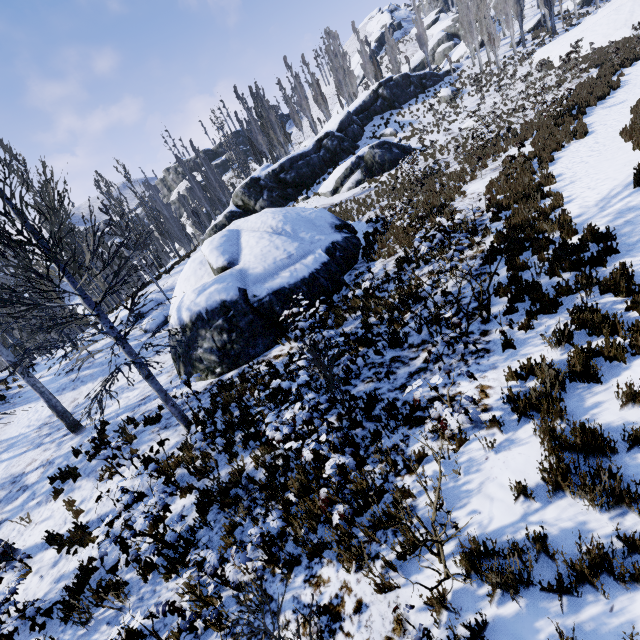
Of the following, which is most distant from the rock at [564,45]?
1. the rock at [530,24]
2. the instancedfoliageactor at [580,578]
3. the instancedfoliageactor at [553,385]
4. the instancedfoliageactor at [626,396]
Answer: the instancedfoliageactor at [580,578]

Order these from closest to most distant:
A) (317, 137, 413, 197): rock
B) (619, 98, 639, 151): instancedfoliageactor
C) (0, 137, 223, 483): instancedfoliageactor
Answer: (0, 137, 223, 483): instancedfoliageactor, (619, 98, 639, 151): instancedfoliageactor, (317, 137, 413, 197): rock

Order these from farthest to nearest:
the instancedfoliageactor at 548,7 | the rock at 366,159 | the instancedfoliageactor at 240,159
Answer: the instancedfoliageactor at 240,159 → the instancedfoliageactor at 548,7 → the rock at 366,159

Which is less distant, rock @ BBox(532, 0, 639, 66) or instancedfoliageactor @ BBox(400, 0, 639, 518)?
instancedfoliageactor @ BBox(400, 0, 639, 518)

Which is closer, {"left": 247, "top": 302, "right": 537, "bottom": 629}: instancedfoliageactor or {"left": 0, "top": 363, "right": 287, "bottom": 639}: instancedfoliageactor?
{"left": 247, "top": 302, "right": 537, "bottom": 629}: instancedfoliageactor

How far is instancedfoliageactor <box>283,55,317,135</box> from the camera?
39.2 meters

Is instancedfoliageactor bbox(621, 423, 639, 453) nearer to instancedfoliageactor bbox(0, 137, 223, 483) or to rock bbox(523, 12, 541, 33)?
instancedfoliageactor bbox(0, 137, 223, 483)

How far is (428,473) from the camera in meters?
4.4 m
